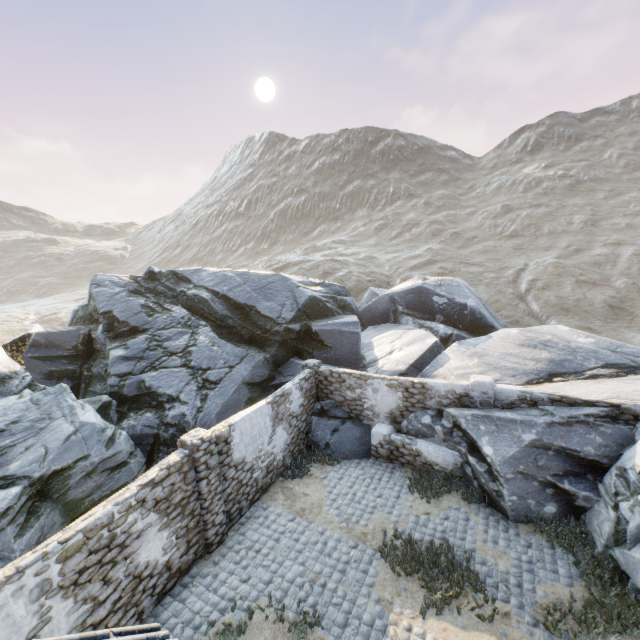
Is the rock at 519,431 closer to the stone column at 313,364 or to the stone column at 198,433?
the stone column at 313,364

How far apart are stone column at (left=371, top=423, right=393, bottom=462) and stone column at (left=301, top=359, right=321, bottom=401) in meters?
2.5

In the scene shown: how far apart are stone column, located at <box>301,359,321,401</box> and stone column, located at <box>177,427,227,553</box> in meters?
5.4

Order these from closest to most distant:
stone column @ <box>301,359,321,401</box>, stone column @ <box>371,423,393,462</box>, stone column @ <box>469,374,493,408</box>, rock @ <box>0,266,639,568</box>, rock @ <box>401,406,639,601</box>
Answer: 1. rock @ <box>401,406,639,601</box>
2. rock @ <box>0,266,639,568</box>
3. stone column @ <box>469,374,493,408</box>
4. stone column @ <box>371,423,393,462</box>
5. stone column @ <box>301,359,321,401</box>

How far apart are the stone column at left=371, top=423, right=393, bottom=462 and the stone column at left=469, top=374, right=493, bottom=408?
2.78m

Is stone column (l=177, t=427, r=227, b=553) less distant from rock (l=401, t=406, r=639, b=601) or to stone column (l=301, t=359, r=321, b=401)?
rock (l=401, t=406, r=639, b=601)

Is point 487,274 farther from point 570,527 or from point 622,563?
point 622,563

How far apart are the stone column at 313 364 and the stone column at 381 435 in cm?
253
